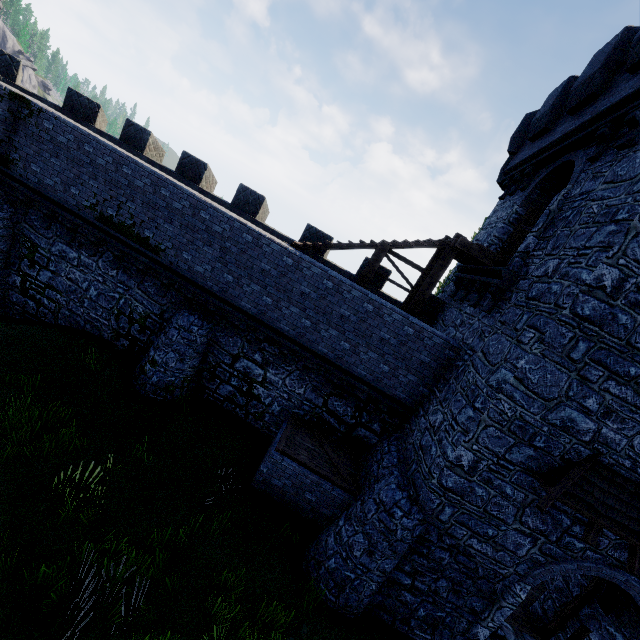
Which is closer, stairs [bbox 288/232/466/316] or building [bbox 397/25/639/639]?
building [bbox 397/25/639/639]

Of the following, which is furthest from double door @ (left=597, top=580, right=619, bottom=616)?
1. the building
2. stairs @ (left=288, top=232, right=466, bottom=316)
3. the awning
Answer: stairs @ (left=288, top=232, right=466, bottom=316)

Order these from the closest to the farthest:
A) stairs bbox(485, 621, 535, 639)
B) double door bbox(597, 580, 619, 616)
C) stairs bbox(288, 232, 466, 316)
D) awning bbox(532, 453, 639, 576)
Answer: awning bbox(532, 453, 639, 576), double door bbox(597, 580, 619, 616), stairs bbox(485, 621, 535, 639), stairs bbox(288, 232, 466, 316)

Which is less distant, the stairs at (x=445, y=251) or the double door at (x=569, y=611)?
the double door at (x=569, y=611)

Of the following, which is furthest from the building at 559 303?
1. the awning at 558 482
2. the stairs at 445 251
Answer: the stairs at 445 251

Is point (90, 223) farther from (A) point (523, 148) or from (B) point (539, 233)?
(A) point (523, 148)

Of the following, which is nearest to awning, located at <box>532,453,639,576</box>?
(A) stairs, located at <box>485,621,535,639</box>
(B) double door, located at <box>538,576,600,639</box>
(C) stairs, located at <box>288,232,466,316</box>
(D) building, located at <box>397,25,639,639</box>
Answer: (D) building, located at <box>397,25,639,639</box>

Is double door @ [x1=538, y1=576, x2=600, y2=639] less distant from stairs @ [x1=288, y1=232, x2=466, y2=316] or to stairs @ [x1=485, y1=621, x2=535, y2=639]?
stairs @ [x1=485, y1=621, x2=535, y2=639]
